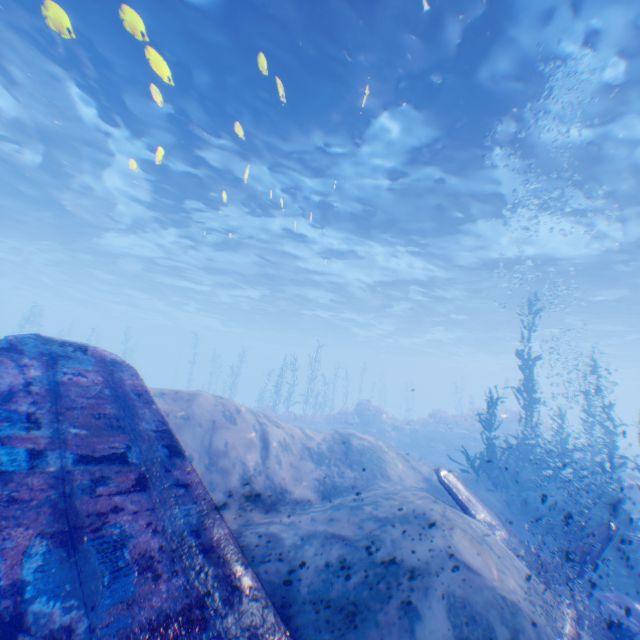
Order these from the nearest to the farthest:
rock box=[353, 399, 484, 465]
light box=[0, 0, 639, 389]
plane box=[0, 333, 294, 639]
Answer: plane box=[0, 333, 294, 639] → light box=[0, 0, 639, 389] → rock box=[353, 399, 484, 465]

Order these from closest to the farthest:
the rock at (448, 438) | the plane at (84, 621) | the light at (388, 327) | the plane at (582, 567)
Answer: the plane at (84, 621), the plane at (582, 567), the light at (388, 327), the rock at (448, 438)

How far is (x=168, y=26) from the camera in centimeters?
868cm

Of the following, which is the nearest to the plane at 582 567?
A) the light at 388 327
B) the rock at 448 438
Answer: the light at 388 327

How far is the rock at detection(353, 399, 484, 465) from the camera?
20.89m

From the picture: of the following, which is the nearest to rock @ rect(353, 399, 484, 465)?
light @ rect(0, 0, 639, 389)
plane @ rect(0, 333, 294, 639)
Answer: light @ rect(0, 0, 639, 389)

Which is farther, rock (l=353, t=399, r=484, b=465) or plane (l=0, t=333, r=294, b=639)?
rock (l=353, t=399, r=484, b=465)

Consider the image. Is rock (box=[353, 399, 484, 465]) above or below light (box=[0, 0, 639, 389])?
below
